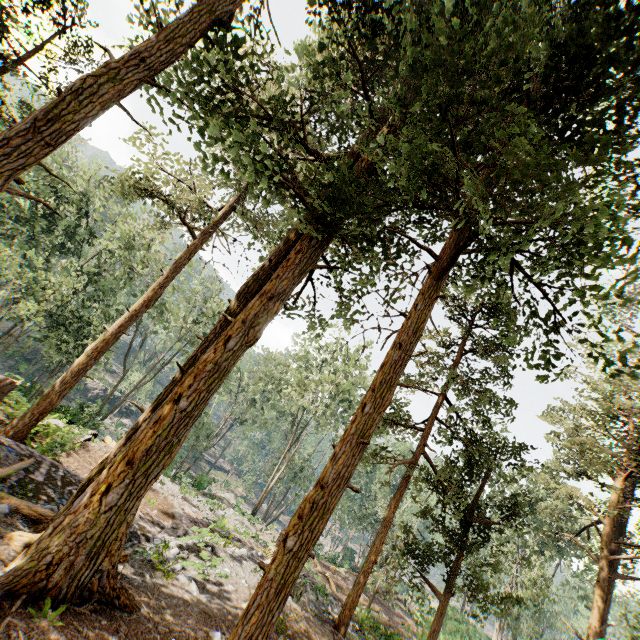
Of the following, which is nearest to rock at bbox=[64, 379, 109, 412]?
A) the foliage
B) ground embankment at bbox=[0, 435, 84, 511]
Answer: the foliage

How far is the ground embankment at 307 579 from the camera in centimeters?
1242cm

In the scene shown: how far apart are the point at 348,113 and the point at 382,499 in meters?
36.3 m

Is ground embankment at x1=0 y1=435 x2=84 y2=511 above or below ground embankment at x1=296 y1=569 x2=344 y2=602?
below

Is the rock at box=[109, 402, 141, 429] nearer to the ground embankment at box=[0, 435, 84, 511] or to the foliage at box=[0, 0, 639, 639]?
the foliage at box=[0, 0, 639, 639]

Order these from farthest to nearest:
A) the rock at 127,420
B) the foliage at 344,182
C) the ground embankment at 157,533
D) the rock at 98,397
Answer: the rock at 127,420 → the rock at 98,397 → the ground embankment at 157,533 → the foliage at 344,182

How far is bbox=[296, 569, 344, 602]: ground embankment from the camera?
12.4 meters

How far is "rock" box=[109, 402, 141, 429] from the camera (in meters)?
52.07
